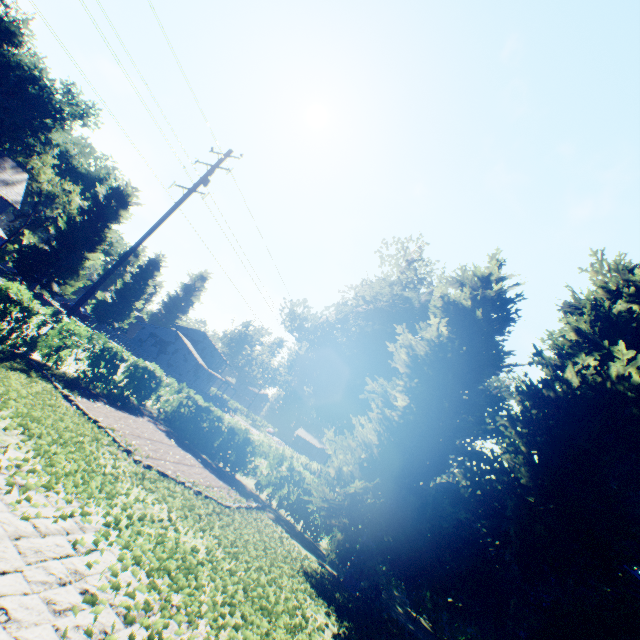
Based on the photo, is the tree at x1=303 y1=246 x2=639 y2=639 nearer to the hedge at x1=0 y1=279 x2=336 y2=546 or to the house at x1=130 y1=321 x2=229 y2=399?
the hedge at x1=0 y1=279 x2=336 y2=546

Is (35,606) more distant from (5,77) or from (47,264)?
(5,77)

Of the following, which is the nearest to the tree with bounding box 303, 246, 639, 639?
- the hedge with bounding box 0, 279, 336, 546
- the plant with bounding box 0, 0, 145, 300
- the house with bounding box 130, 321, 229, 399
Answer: the hedge with bounding box 0, 279, 336, 546

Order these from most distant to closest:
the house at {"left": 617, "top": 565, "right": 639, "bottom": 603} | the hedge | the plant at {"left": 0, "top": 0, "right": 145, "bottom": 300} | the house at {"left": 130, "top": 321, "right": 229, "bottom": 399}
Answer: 1. the house at {"left": 130, "top": 321, "right": 229, "bottom": 399}
2. the plant at {"left": 0, "top": 0, "right": 145, "bottom": 300}
3. the house at {"left": 617, "top": 565, "right": 639, "bottom": 603}
4. the hedge

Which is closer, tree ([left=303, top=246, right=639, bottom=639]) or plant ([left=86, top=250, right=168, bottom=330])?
tree ([left=303, top=246, right=639, bottom=639])

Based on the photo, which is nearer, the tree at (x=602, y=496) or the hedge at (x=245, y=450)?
the tree at (x=602, y=496)

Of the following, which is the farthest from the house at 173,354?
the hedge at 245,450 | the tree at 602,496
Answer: the tree at 602,496

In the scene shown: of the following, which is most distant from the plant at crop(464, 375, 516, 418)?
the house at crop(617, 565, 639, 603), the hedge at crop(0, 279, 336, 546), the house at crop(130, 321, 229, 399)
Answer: the house at crop(617, 565, 639, 603)
